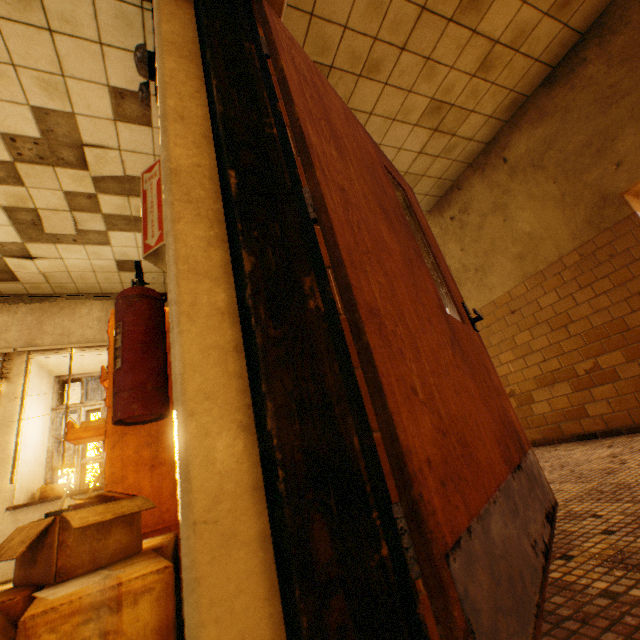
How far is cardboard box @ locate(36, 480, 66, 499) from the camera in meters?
4.3

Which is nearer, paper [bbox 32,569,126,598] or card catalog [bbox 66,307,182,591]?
paper [bbox 32,569,126,598]

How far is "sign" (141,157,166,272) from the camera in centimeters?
140cm

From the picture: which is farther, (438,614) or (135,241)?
(135,241)

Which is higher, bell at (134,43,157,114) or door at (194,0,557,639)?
bell at (134,43,157,114)

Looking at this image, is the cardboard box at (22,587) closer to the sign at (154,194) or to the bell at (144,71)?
the sign at (154,194)

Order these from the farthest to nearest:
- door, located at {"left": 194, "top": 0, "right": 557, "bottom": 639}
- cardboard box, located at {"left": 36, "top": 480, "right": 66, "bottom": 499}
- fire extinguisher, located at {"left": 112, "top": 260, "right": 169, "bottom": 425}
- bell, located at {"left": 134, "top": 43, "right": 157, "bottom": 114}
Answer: cardboard box, located at {"left": 36, "top": 480, "right": 66, "bottom": 499} < bell, located at {"left": 134, "top": 43, "right": 157, "bottom": 114} < fire extinguisher, located at {"left": 112, "top": 260, "right": 169, "bottom": 425} < door, located at {"left": 194, "top": 0, "right": 557, "bottom": 639}

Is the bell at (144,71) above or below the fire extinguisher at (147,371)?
above
